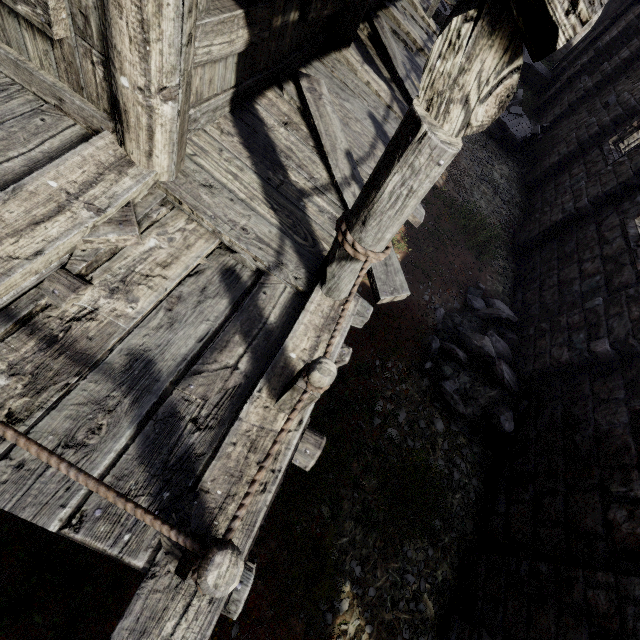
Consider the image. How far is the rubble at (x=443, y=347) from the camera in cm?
627

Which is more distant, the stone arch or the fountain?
the fountain

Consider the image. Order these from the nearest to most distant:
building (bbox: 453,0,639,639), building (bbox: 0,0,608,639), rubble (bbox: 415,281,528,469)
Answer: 1. building (bbox: 0,0,608,639)
2. building (bbox: 453,0,639,639)
3. rubble (bbox: 415,281,528,469)

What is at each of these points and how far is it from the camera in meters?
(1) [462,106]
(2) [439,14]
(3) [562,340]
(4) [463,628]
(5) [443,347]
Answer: (1) building, 1.9 m
(2) fountain, 16.8 m
(3) building, 6.4 m
(4) stone arch, 4.4 m
(5) rubble, 6.6 m

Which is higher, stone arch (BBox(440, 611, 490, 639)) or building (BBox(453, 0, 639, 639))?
building (BBox(453, 0, 639, 639))

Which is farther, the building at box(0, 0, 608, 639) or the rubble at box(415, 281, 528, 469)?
the rubble at box(415, 281, 528, 469)

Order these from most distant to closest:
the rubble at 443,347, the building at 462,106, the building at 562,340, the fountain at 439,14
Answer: the fountain at 439,14 < the rubble at 443,347 < the building at 562,340 < the building at 462,106

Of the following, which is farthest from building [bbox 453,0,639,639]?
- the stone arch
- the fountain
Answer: the fountain
